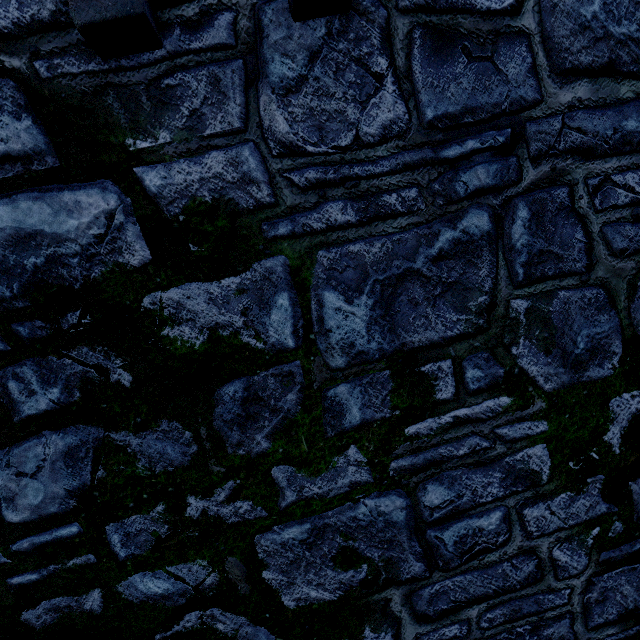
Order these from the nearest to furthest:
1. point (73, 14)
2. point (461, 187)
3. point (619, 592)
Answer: point (73, 14) → point (461, 187) → point (619, 592)
